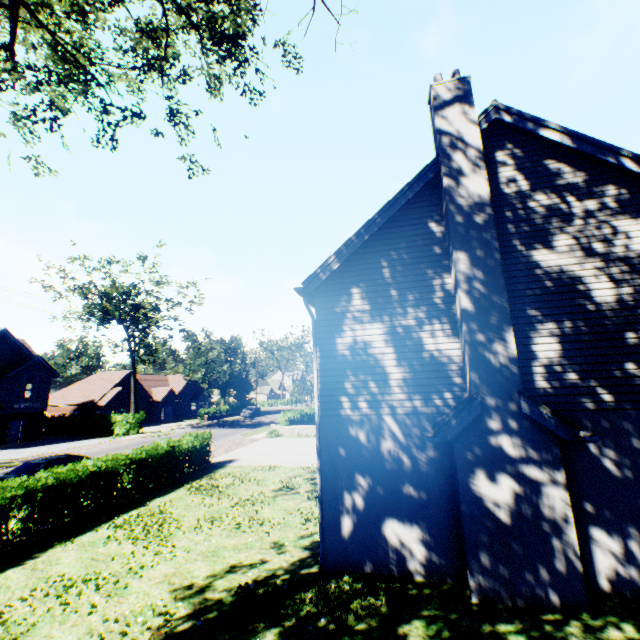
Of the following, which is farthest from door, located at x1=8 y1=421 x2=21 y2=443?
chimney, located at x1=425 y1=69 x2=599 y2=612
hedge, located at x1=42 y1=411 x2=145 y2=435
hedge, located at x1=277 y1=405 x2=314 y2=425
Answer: chimney, located at x1=425 y1=69 x2=599 y2=612

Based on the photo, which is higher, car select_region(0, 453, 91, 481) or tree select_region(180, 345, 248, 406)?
tree select_region(180, 345, 248, 406)

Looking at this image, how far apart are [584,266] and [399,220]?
4.5 meters

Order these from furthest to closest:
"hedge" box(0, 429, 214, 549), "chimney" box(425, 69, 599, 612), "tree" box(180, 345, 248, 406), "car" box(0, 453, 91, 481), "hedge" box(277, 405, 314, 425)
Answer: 1. "tree" box(180, 345, 248, 406)
2. "hedge" box(277, 405, 314, 425)
3. "car" box(0, 453, 91, 481)
4. "hedge" box(0, 429, 214, 549)
5. "chimney" box(425, 69, 599, 612)

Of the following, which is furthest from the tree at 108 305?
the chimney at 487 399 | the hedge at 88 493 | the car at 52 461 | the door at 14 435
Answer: the car at 52 461

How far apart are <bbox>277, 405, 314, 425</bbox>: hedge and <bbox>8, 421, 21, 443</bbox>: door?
26.5m

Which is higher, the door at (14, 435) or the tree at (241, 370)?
the tree at (241, 370)
